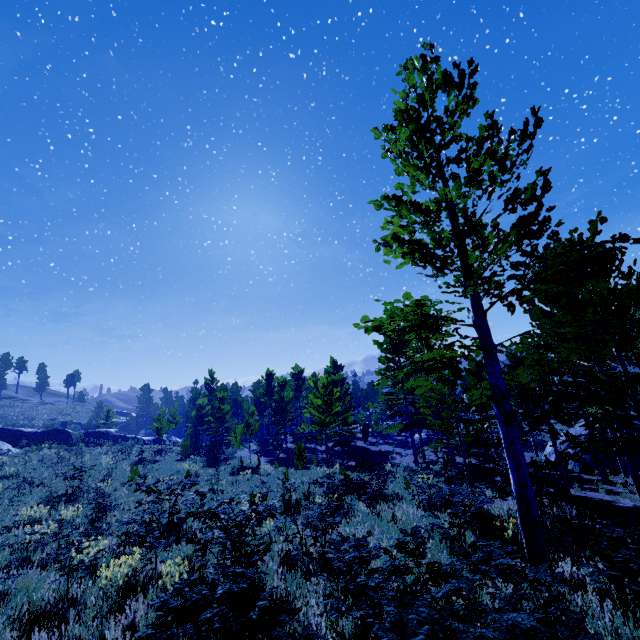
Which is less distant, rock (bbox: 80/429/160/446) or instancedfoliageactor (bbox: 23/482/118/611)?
instancedfoliageactor (bbox: 23/482/118/611)

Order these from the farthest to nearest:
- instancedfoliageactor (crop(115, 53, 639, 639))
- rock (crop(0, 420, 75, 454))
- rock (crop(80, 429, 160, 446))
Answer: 1. rock (crop(80, 429, 160, 446))
2. rock (crop(0, 420, 75, 454))
3. instancedfoliageactor (crop(115, 53, 639, 639))

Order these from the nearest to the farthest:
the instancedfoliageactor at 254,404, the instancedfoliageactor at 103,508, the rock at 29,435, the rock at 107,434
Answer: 1. the instancedfoliageactor at 254,404
2. the instancedfoliageactor at 103,508
3. the rock at 29,435
4. the rock at 107,434

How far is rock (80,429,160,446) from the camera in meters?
38.2 m

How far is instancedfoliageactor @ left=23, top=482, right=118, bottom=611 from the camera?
6.01m

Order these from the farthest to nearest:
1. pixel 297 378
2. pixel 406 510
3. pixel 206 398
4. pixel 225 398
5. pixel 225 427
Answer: pixel 297 378 < pixel 206 398 < pixel 225 398 < pixel 225 427 < pixel 406 510

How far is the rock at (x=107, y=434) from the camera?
38.25m
